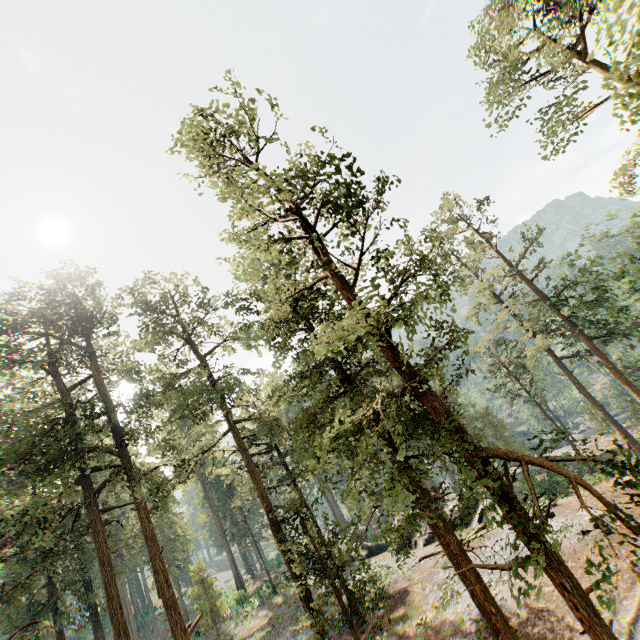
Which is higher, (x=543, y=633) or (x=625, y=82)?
(x=625, y=82)

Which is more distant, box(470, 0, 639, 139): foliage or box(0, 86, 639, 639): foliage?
box(470, 0, 639, 139): foliage

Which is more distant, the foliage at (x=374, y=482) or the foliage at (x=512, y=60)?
the foliage at (x=512, y=60)

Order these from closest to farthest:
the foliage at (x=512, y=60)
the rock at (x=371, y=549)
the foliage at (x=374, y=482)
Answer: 1. the foliage at (x=374, y=482)
2. the foliage at (x=512, y=60)
3. the rock at (x=371, y=549)

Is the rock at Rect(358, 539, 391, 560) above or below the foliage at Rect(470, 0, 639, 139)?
below

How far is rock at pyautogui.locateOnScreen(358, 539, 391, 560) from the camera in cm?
3312

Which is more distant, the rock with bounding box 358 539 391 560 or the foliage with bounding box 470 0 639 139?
the rock with bounding box 358 539 391 560
